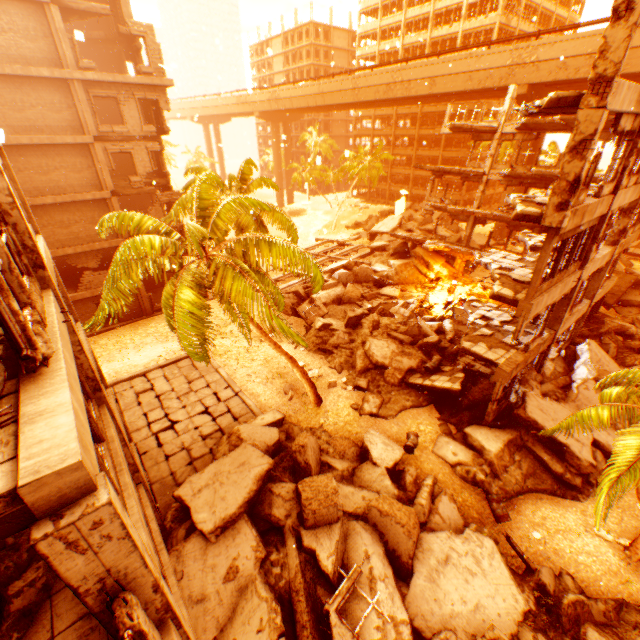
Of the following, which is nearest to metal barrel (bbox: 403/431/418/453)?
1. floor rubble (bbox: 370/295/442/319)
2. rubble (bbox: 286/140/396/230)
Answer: rubble (bbox: 286/140/396/230)

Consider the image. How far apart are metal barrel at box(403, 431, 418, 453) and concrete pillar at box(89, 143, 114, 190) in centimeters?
2292cm

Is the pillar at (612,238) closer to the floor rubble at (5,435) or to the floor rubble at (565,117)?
the floor rubble at (565,117)

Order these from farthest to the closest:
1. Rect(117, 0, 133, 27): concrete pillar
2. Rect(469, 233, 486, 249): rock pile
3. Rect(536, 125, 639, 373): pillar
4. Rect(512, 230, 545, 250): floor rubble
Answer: Rect(469, 233, 486, 249): rock pile
Rect(117, 0, 133, 27): concrete pillar
Rect(512, 230, 545, 250): floor rubble
Rect(536, 125, 639, 373): pillar

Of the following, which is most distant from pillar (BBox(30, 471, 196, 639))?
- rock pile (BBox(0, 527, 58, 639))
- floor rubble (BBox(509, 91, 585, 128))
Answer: floor rubble (BBox(509, 91, 585, 128))

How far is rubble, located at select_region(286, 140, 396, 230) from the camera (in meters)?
44.84

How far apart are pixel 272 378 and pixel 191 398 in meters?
4.4

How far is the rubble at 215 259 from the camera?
10.3m
